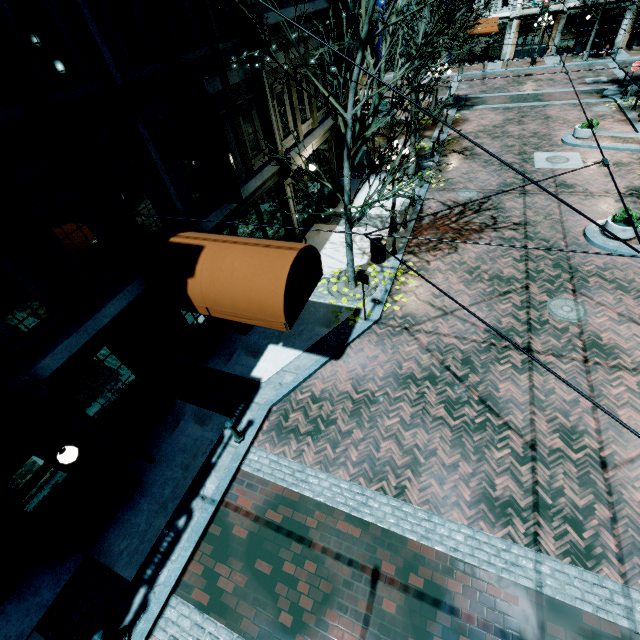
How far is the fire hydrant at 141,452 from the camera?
7.5 meters

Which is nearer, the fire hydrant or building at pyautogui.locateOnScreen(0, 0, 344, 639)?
building at pyautogui.locateOnScreen(0, 0, 344, 639)

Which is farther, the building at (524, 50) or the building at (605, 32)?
the building at (524, 50)

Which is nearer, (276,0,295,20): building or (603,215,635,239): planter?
(276,0,295,20): building

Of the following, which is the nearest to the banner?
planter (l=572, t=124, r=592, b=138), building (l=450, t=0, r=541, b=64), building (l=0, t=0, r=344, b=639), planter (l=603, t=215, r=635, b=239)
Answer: building (l=0, t=0, r=344, b=639)

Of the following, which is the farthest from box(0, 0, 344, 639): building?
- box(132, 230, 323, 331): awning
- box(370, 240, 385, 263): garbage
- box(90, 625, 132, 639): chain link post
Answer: box(370, 240, 385, 263): garbage

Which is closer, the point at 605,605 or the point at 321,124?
the point at 605,605

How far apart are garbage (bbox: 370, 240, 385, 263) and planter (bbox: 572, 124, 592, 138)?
14.6m
